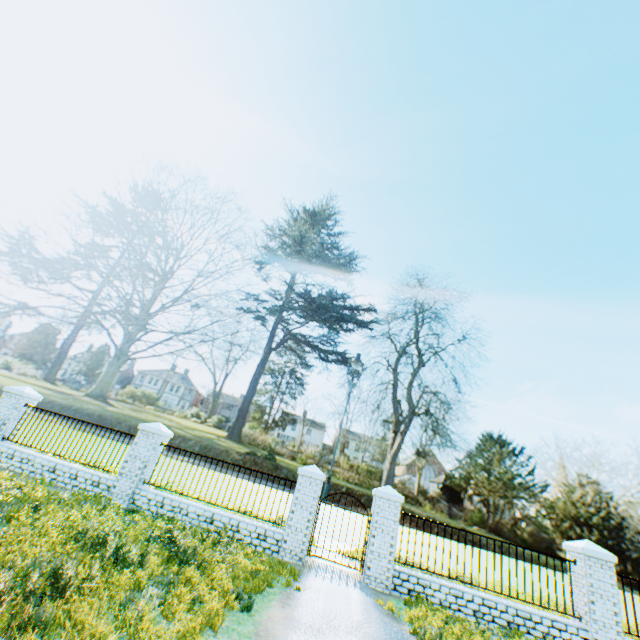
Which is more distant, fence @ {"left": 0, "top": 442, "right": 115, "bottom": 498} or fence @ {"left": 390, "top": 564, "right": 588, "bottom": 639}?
fence @ {"left": 0, "top": 442, "right": 115, "bottom": 498}

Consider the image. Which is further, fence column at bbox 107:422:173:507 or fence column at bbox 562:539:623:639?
fence column at bbox 107:422:173:507

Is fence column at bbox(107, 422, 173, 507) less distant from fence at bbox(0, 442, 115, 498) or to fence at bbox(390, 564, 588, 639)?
fence at bbox(0, 442, 115, 498)

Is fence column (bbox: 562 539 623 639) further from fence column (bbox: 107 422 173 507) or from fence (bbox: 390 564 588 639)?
fence column (bbox: 107 422 173 507)

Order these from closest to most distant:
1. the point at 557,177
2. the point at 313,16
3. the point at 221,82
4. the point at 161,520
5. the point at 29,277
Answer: the point at 161,520
the point at 557,177
the point at 313,16
the point at 29,277
the point at 221,82

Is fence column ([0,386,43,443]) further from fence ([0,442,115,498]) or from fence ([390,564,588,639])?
fence ([390,564,588,639])

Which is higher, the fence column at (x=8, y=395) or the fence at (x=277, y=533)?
the fence column at (x=8, y=395)

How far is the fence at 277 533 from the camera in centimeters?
923cm
